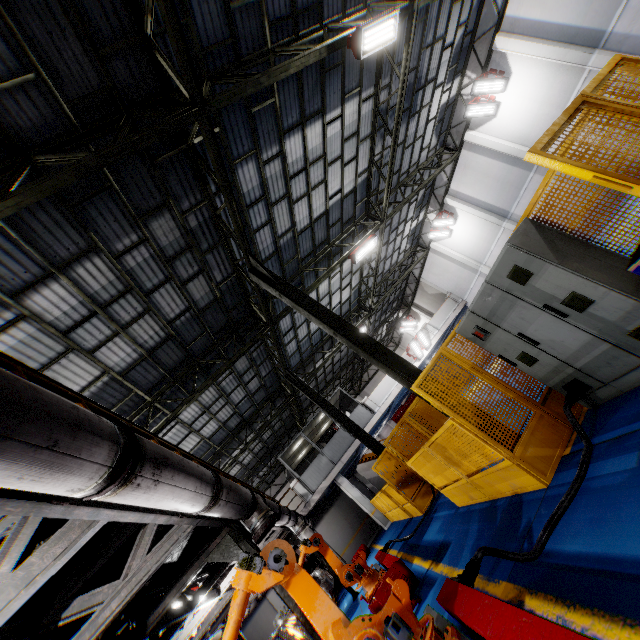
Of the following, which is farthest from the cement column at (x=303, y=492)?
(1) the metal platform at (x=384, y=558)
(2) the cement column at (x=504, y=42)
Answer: (2) the cement column at (x=504, y=42)

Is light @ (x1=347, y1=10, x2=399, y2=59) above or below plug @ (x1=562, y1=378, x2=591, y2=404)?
above

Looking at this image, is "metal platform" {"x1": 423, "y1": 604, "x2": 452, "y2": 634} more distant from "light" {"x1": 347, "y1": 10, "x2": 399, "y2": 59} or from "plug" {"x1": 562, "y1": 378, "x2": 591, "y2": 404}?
"light" {"x1": 347, "y1": 10, "x2": 399, "y2": 59}

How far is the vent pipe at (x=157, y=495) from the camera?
2.37m

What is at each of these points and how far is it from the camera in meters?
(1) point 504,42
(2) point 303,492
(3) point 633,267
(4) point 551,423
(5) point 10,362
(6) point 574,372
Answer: (1) cement column, 13.9 m
(2) cement column, 18.7 m
(3) toolbox, 2.6 m
(4) metal panel, 5.0 m
(5) metal handrail, 3.4 m
(6) cabinet, 4.5 m

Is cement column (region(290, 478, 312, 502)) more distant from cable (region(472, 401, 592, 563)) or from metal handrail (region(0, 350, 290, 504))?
cable (region(472, 401, 592, 563))

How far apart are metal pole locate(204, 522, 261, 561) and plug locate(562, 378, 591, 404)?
4.8m

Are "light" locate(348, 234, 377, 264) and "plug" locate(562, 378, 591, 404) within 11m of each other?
yes
